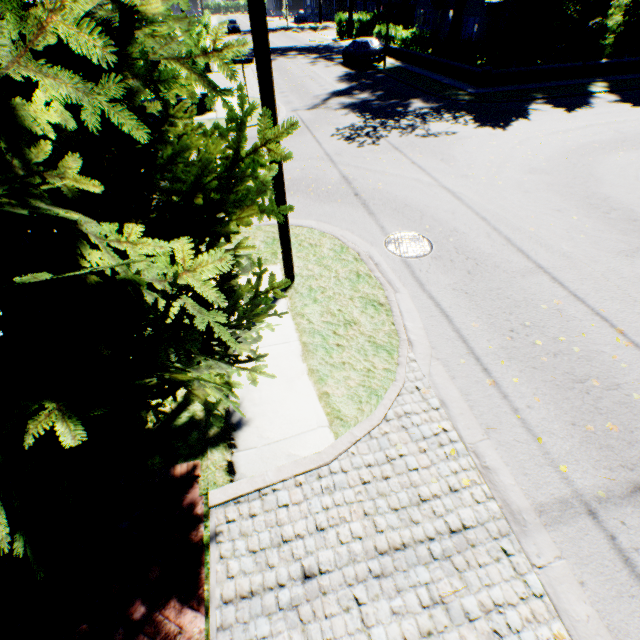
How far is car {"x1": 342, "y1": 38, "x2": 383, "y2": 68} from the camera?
24.4 meters

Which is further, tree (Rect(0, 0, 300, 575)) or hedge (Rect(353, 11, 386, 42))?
hedge (Rect(353, 11, 386, 42))

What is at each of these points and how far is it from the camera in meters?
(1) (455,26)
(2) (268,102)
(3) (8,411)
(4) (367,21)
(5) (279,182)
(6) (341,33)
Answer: (1) tree, 24.0 m
(2) power line pole, 4.4 m
(3) tree, 1.8 m
(4) hedge, 40.1 m
(5) power line pole, 5.2 m
(6) hedge, 40.6 m

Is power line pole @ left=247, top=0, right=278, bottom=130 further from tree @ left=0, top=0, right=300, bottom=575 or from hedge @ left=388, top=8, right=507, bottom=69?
hedge @ left=388, top=8, right=507, bottom=69

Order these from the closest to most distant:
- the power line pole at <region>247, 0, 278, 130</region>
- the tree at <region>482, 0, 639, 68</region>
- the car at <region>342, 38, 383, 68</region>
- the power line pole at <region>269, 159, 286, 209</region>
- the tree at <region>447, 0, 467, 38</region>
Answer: the power line pole at <region>247, 0, 278, 130</region> < the power line pole at <region>269, 159, 286, 209</region> < the tree at <region>482, 0, 639, 68</region> < the tree at <region>447, 0, 467, 38</region> < the car at <region>342, 38, 383, 68</region>

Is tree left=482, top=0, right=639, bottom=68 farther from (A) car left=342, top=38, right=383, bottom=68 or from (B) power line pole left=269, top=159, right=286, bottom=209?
(A) car left=342, top=38, right=383, bottom=68

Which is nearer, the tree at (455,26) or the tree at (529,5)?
the tree at (529,5)

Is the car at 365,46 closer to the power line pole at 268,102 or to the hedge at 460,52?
the hedge at 460,52
